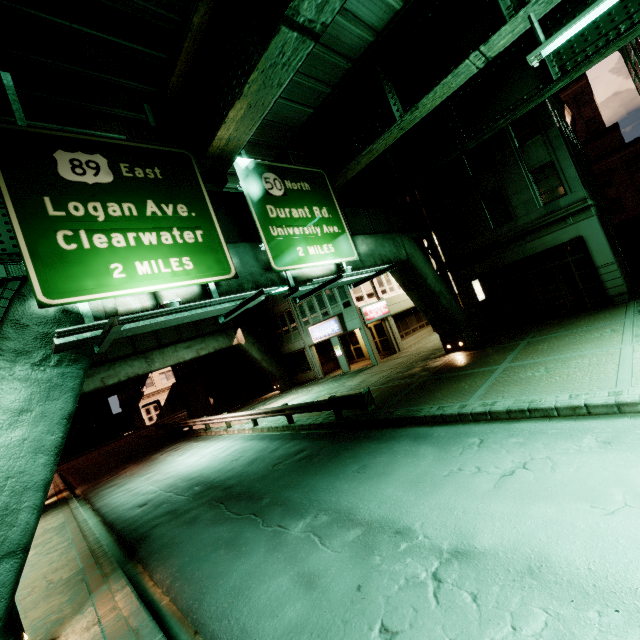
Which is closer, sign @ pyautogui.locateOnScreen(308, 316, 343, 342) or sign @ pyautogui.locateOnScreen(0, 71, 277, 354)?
sign @ pyautogui.locateOnScreen(0, 71, 277, 354)

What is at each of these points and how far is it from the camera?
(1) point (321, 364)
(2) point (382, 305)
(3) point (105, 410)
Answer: (1) building, 29.8 meters
(2) sign, 26.0 meters
(3) building, 47.0 meters

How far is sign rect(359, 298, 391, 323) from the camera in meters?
24.1

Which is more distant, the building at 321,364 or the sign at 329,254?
the building at 321,364

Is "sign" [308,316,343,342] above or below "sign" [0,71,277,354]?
below

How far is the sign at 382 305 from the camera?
24.1m

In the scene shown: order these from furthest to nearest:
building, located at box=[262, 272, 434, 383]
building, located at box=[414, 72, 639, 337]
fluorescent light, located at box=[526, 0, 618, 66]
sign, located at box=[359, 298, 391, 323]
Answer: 1. building, located at box=[262, 272, 434, 383]
2. sign, located at box=[359, 298, 391, 323]
3. building, located at box=[414, 72, 639, 337]
4. fluorescent light, located at box=[526, 0, 618, 66]

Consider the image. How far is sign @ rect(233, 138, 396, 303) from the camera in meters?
9.6 m
